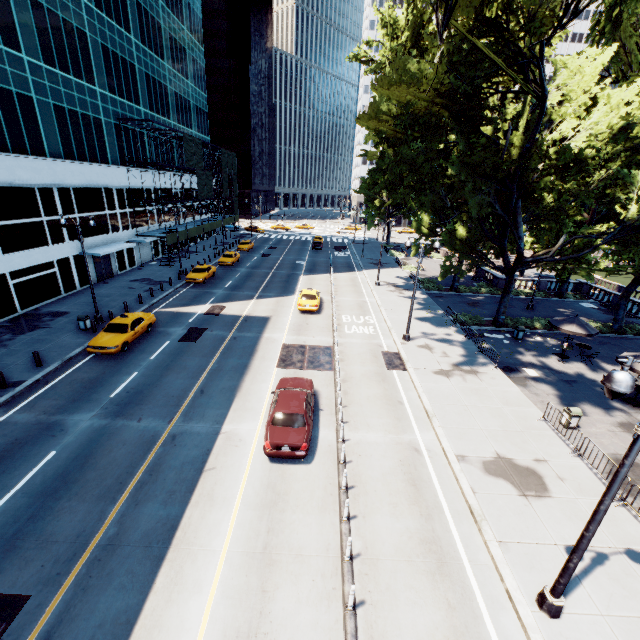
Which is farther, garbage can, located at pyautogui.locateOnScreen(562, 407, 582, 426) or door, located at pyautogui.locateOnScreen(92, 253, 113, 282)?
door, located at pyautogui.locateOnScreen(92, 253, 113, 282)

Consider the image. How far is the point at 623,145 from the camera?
17.39m

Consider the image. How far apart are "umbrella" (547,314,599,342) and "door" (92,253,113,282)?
39.67m

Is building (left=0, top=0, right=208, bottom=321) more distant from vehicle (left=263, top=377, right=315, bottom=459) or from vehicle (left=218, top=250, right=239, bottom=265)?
vehicle (left=263, top=377, right=315, bottom=459)

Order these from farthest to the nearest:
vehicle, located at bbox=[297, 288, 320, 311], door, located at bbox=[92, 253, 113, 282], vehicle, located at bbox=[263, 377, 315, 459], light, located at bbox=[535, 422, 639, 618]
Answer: door, located at bbox=[92, 253, 113, 282]
vehicle, located at bbox=[297, 288, 320, 311]
vehicle, located at bbox=[263, 377, 315, 459]
light, located at bbox=[535, 422, 639, 618]

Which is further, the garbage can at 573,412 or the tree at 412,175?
the tree at 412,175

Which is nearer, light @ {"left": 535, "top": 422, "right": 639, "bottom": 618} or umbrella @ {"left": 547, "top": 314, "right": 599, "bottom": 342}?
light @ {"left": 535, "top": 422, "right": 639, "bottom": 618}

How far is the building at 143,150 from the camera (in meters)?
38.06
